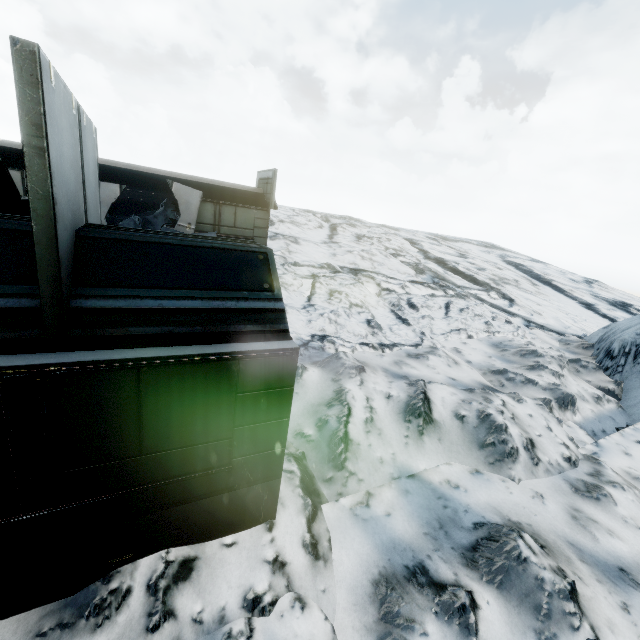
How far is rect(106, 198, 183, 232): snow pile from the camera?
14.2m

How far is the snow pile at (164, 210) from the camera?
14.2 meters

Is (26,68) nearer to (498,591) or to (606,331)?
(498,591)
